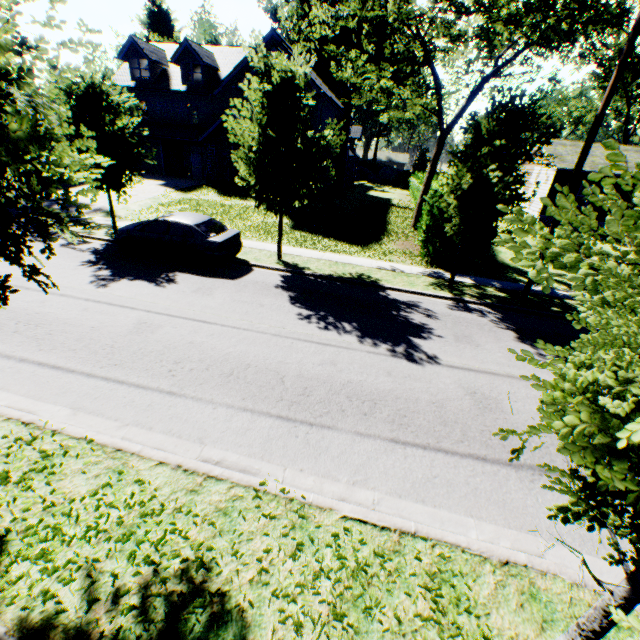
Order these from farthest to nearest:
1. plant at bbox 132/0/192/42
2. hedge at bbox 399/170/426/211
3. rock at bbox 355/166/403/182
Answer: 1. rock at bbox 355/166/403/182
2. plant at bbox 132/0/192/42
3. hedge at bbox 399/170/426/211

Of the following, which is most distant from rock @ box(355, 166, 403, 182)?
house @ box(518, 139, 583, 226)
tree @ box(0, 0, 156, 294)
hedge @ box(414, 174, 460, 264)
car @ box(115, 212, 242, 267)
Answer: car @ box(115, 212, 242, 267)

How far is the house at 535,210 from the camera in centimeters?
2442cm

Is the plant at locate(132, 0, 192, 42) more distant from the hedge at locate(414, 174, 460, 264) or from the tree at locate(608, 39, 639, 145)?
the tree at locate(608, 39, 639, 145)

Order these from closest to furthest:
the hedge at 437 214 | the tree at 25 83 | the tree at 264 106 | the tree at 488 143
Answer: the tree at 488 143 → the tree at 25 83 → the tree at 264 106 → the hedge at 437 214

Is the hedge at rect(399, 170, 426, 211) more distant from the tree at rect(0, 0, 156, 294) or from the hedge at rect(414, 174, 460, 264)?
the tree at rect(0, 0, 156, 294)

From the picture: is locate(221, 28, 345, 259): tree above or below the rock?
above

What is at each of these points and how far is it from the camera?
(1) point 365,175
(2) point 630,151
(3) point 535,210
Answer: (1) rock, 55.2 meters
(2) house, 25.9 meters
(3) house, 26.7 meters
